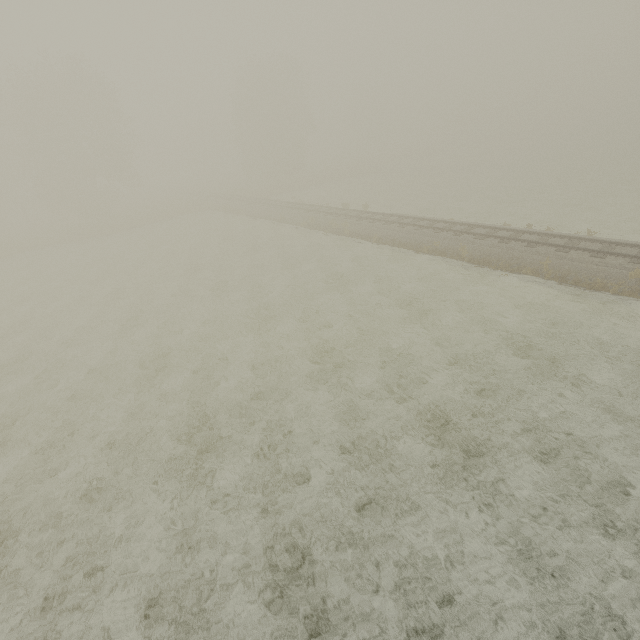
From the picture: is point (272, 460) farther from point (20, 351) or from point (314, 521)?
point (20, 351)
